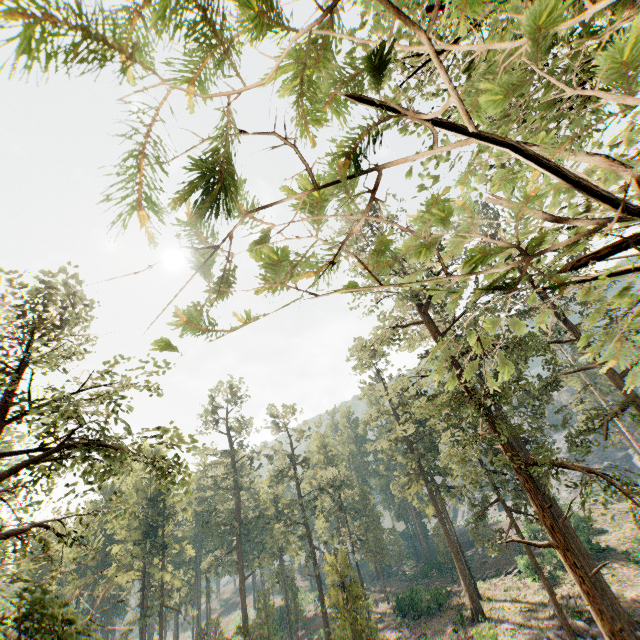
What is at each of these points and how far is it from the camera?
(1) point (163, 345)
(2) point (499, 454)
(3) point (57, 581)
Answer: (1) foliage, 2.3 meters
(2) foliage, 14.7 meters
(3) foliage, 55.7 meters

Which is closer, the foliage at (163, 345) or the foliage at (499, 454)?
the foliage at (499, 454)

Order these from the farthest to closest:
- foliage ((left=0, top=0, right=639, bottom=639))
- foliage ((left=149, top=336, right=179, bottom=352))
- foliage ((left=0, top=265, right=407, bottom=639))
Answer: foliage ((left=0, top=265, right=407, bottom=639)), foliage ((left=149, top=336, right=179, bottom=352)), foliage ((left=0, top=0, right=639, bottom=639))

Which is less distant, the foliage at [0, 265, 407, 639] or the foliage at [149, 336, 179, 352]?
the foliage at [149, 336, 179, 352]

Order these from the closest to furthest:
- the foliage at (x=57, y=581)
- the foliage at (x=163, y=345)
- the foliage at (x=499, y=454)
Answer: the foliage at (x=499, y=454) → the foliage at (x=163, y=345) → the foliage at (x=57, y=581)

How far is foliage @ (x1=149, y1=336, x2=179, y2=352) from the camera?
2.2 meters
